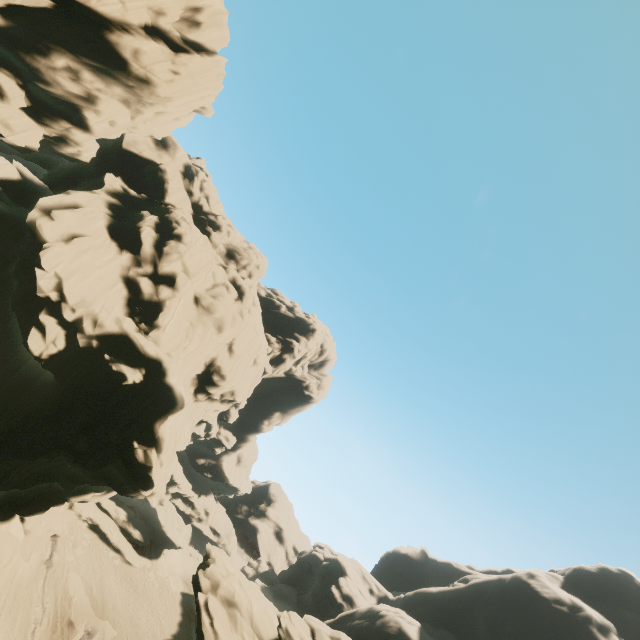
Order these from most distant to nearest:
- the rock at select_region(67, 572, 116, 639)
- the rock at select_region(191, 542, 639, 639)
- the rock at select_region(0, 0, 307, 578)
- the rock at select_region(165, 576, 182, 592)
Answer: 1. the rock at select_region(165, 576, 182, 592)
2. the rock at select_region(67, 572, 116, 639)
3. the rock at select_region(191, 542, 639, 639)
4. the rock at select_region(0, 0, 307, 578)

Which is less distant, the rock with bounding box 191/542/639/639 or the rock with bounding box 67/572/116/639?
the rock with bounding box 191/542/639/639

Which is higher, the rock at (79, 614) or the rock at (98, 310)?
the rock at (98, 310)

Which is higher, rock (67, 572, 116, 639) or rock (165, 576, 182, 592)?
rock (165, 576, 182, 592)

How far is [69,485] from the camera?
24.36m

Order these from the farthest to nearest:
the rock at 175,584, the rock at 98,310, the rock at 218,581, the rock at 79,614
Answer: the rock at 175,584 → the rock at 79,614 → the rock at 218,581 → the rock at 98,310

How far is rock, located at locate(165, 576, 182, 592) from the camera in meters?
44.8
